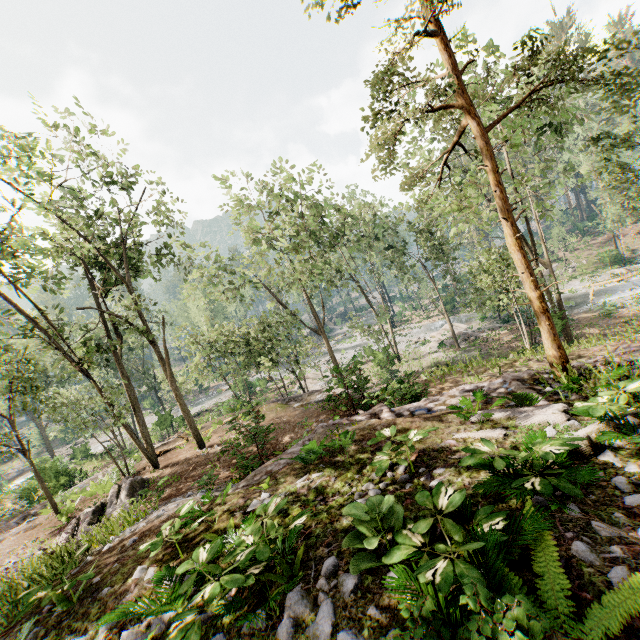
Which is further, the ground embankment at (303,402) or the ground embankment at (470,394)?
the ground embankment at (303,402)

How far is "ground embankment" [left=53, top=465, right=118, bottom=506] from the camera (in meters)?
17.52

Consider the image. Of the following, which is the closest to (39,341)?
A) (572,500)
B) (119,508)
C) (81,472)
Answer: (81,472)

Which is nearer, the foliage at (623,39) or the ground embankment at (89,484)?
the foliage at (623,39)

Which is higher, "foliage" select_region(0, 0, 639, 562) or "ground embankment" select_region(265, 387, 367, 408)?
"foliage" select_region(0, 0, 639, 562)

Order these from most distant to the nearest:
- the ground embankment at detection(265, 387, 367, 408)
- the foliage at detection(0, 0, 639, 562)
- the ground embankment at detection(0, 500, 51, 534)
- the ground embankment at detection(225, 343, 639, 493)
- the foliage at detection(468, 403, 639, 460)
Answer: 1. the ground embankment at detection(0, 500, 51, 534)
2. the ground embankment at detection(265, 387, 367, 408)
3. the foliage at detection(0, 0, 639, 562)
4. the ground embankment at detection(225, 343, 639, 493)
5. the foliage at detection(468, 403, 639, 460)

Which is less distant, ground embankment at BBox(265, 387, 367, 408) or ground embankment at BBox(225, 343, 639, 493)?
ground embankment at BBox(225, 343, 639, 493)

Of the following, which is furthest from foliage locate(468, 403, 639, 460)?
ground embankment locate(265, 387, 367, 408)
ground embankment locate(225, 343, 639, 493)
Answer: ground embankment locate(225, 343, 639, 493)
